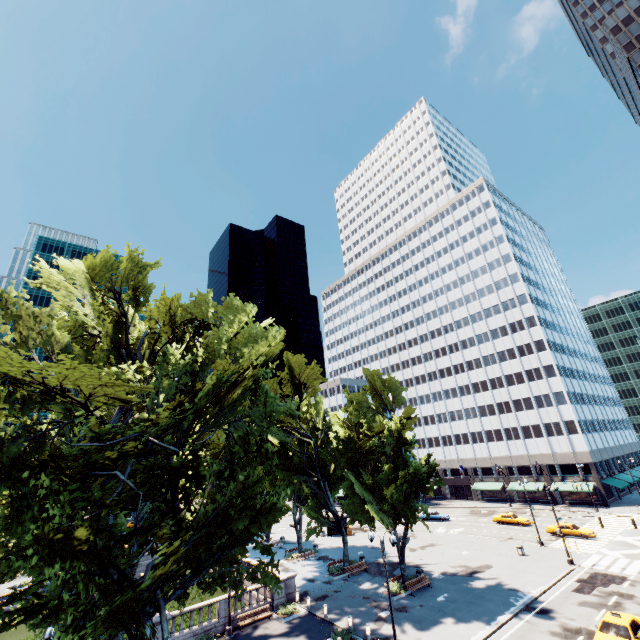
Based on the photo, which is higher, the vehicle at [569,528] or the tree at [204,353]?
the tree at [204,353]

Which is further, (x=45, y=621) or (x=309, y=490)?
(x=309, y=490)

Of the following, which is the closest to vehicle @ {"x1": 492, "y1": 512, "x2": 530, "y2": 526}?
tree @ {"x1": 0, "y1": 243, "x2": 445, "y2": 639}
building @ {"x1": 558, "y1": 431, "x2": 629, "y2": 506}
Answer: building @ {"x1": 558, "y1": 431, "x2": 629, "y2": 506}

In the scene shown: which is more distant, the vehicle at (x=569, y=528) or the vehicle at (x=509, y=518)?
the vehicle at (x=509, y=518)

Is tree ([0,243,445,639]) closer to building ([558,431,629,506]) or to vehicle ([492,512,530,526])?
building ([558,431,629,506])

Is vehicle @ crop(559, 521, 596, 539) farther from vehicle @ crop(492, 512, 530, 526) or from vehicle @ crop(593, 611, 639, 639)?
vehicle @ crop(593, 611, 639, 639)

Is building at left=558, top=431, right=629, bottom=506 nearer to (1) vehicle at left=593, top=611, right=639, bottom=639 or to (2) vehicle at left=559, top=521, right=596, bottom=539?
(2) vehicle at left=559, top=521, right=596, bottom=539

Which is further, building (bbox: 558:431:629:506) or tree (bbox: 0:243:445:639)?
building (bbox: 558:431:629:506)
